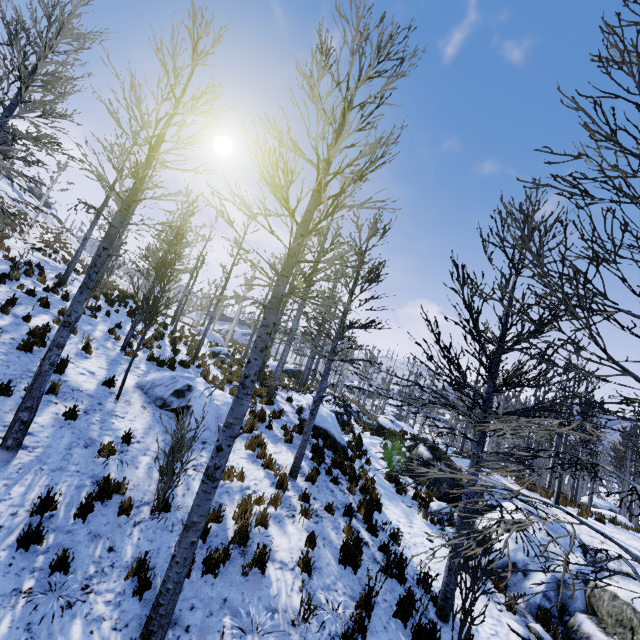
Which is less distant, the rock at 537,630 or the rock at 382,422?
the rock at 537,630

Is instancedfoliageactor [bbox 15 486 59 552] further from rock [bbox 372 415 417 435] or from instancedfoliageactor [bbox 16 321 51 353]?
rock [bbox 372 415 417 435]

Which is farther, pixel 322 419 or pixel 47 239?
pixel 47 239

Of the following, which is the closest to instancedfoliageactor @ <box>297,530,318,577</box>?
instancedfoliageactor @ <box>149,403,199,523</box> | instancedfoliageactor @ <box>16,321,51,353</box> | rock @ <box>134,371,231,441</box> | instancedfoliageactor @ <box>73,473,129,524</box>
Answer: instancedfoliageactor @ <box>149,403,199,523</box>

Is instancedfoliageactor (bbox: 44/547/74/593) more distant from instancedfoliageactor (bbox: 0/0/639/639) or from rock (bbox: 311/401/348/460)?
instancedfoliageactor (bbox: 0/0/639/639)

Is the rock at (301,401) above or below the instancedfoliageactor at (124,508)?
above

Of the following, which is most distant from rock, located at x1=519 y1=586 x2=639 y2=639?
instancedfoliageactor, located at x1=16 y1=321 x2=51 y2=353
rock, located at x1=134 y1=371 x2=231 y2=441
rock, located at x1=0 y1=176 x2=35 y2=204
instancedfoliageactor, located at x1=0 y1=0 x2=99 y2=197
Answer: rock, located at x1=0 y1=176 x2=35 y2=204

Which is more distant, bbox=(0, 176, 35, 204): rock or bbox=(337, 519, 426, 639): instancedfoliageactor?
bbox=(0, 176, 35, 204): rock
